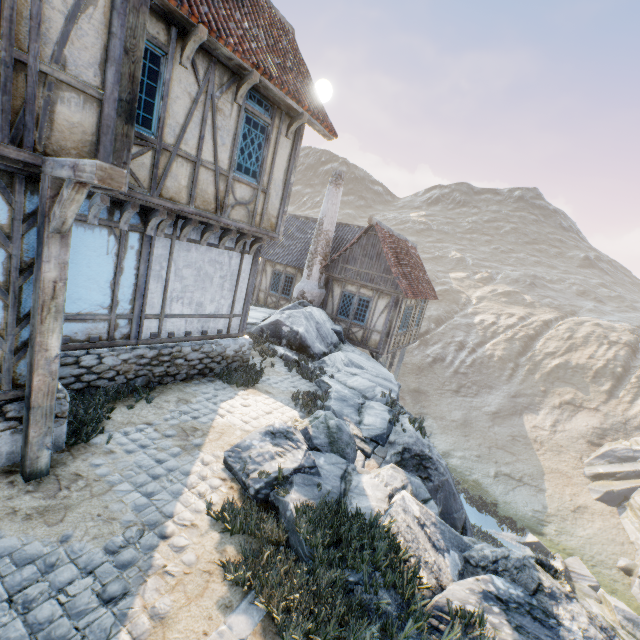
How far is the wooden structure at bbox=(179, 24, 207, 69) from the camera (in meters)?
5.27

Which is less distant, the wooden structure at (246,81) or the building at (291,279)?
the wooden structure at (246,81)

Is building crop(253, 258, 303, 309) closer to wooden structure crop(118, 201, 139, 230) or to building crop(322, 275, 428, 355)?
building crop(322, 275, 428, 355)

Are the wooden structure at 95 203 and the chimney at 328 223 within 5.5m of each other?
no

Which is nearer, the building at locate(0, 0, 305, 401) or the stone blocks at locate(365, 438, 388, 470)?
the building at locate(0, 0, 305, 401)

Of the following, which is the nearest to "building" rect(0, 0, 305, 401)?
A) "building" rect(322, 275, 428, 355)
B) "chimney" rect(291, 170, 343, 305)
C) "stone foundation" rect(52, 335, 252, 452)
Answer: "stone foundation" rect(52, 335, 252, 452)

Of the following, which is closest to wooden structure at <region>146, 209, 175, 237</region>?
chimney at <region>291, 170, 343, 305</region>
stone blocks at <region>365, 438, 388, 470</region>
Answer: stone blocks at <region>365, 438, 388, 470</region>

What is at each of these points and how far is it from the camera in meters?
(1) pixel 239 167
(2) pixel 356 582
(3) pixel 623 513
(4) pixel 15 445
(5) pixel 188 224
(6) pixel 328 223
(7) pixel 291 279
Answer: (1) building, 7.1
(2) rock, 3.8
(3) rock, 21.4
(4) stone foundation, 4.4
(5) wooden structure, 6.9
(6) chimney, 16.1
(7) building, 18.6
